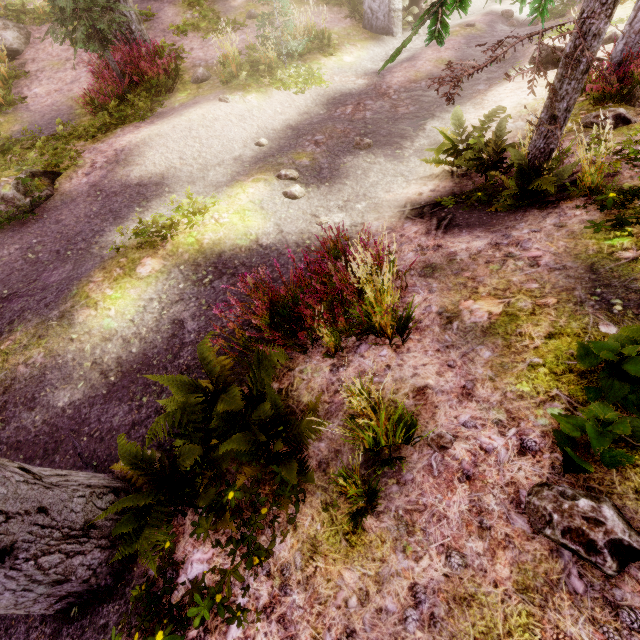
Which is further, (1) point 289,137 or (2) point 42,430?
(1) point 289,137

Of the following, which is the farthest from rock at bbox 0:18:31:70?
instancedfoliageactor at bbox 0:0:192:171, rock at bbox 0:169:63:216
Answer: rock at bbox 0:169:63:216

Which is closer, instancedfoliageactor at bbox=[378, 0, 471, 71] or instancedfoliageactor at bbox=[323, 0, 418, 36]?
instancedfoliageactor at bbox=[378, 0, 471, 71]

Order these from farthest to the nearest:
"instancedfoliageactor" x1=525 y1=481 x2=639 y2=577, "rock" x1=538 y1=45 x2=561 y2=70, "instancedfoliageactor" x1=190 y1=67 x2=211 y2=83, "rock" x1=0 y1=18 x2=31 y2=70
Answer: "rock" x1=0 y1=18 x2=31 y2=70 → "instancedfoliageactor" x1=190 y1=67 x2=211 y2=83 → "rock" x1=538 y1=45 x2=561 y2=70 → "instancedfoliageactor" x1=525 y1=481 x2=639 y2=577

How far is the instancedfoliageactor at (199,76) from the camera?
9.7m

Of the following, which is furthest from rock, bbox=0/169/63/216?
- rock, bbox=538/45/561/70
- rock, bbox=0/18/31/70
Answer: rock, bbox=538/45/561/70

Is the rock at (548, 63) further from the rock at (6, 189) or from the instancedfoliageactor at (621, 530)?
the rock at (6, 189)
